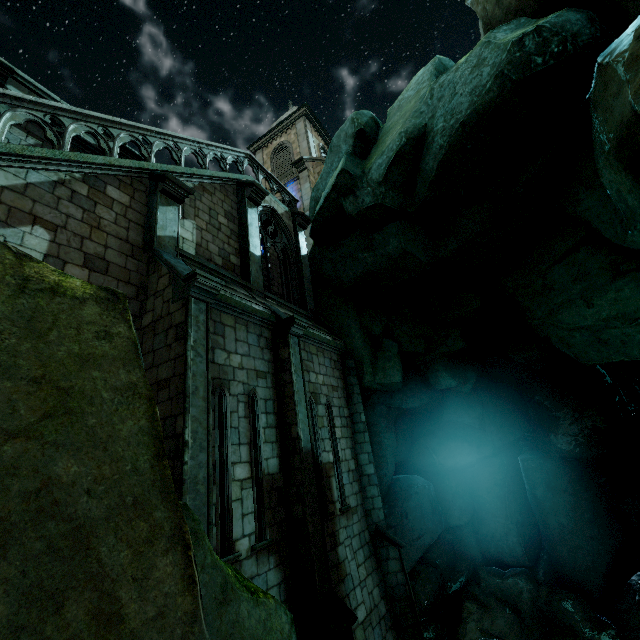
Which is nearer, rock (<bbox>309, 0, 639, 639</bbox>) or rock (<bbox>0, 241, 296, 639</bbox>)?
rock (<bbox>0, 241, 296, 639</bbox>)

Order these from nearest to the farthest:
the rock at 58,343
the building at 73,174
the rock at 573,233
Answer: the rock at 58,343, the building at 73,174, the rock at 573,233

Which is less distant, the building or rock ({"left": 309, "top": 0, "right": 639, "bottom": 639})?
the building

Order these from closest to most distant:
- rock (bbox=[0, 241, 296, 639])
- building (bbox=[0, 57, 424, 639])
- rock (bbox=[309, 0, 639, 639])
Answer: rock (bbox=[0, 241, 296, 639]) → building (bbox=[0, 57, 424, 639]) → rock (bbox=[309, 0, 639, 639])

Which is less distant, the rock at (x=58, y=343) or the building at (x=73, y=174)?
the rock at (x=58, y=343)

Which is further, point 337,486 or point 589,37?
point 337,486
